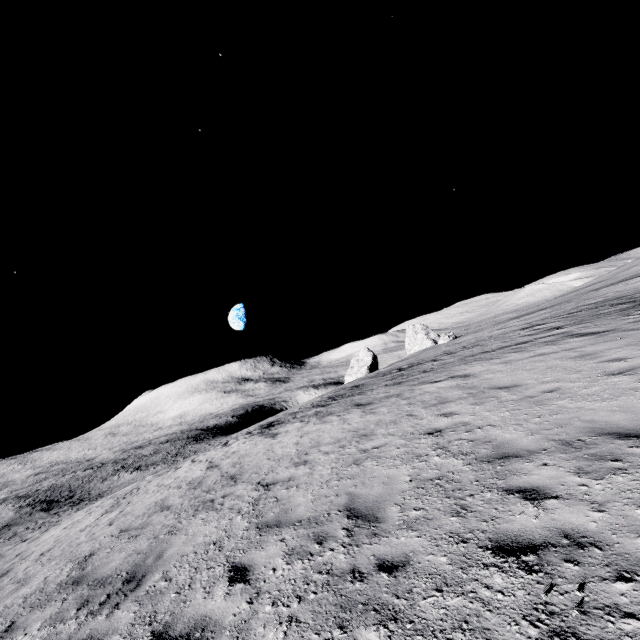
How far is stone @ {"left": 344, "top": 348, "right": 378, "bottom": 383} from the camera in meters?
55.4 m

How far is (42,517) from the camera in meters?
57.6 m

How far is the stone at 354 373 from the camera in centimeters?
5544cm
